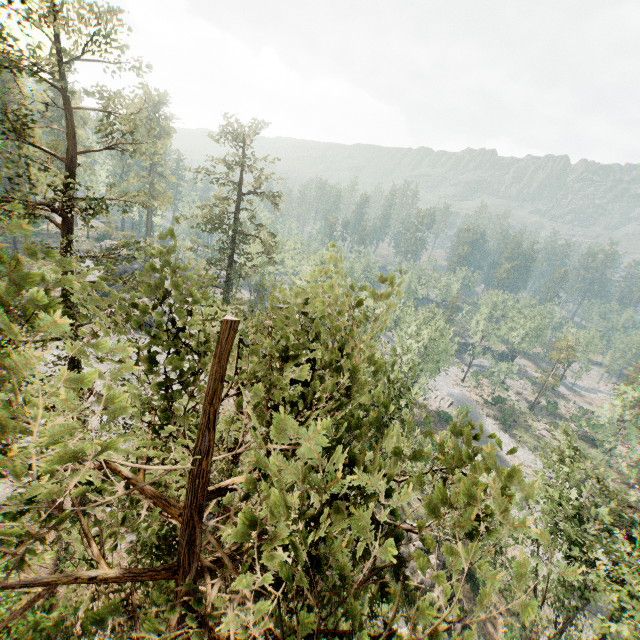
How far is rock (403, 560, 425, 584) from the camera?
26.9 meters

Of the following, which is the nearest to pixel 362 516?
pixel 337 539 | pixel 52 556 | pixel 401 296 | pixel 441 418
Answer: pixel 401 296

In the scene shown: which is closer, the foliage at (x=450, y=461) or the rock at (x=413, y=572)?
the foliage at (x=450, y=461)

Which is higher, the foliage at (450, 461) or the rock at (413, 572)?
the foliage at (450, 461)

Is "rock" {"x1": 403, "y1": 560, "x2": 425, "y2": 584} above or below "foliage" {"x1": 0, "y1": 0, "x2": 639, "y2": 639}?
below

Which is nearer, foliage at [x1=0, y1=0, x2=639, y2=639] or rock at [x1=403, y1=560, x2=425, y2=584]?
foliage at [x1=0, y1=0, x2=639, y2=639]
